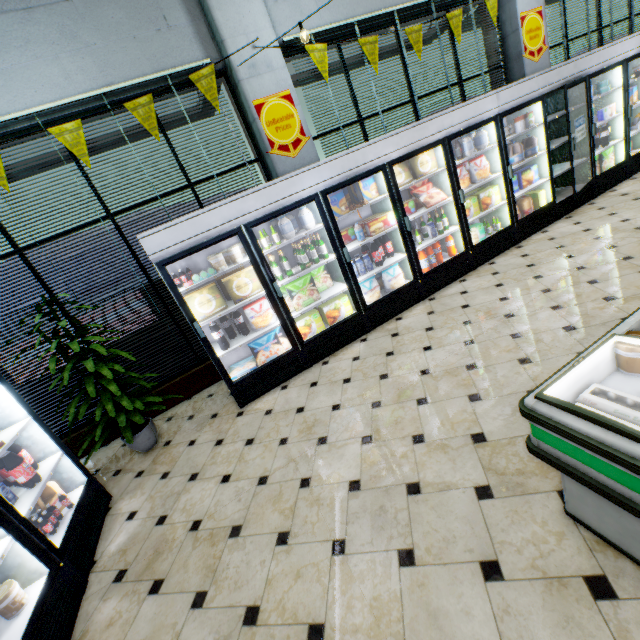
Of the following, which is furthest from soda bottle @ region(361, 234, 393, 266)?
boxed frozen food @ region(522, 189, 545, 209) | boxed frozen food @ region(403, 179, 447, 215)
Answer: boxed frozen food @ region(522, 189, 545, 209)

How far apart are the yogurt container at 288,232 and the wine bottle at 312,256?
0.12m

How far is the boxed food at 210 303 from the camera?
3.7m

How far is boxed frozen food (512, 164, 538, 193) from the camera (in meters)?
5.32

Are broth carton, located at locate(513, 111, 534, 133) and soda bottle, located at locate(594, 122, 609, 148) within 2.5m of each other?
yes

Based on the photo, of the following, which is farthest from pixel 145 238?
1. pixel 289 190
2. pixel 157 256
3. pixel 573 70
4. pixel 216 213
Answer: pixel 573 70

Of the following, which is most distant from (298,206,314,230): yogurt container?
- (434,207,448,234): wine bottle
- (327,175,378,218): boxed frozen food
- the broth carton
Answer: the broth carton

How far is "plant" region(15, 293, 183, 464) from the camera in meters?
3.3
